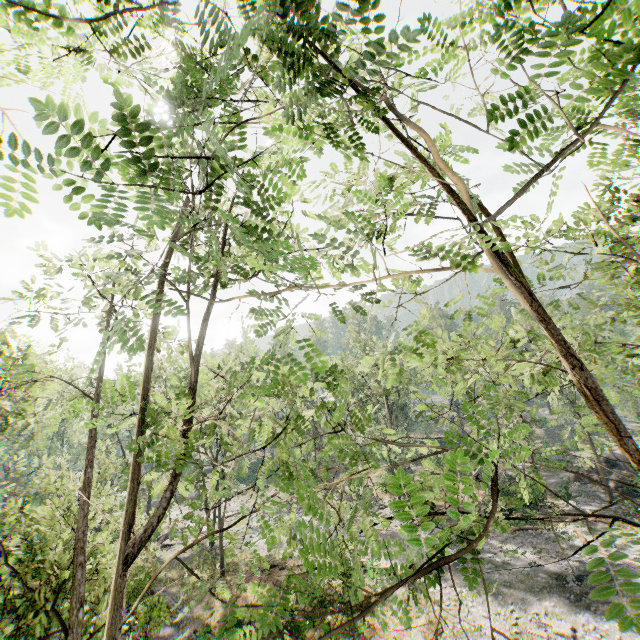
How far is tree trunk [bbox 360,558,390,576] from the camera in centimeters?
2078cm

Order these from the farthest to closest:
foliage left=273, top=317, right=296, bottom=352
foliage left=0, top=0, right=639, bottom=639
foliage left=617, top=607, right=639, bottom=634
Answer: foliage left=273, top=317, right=296, bottom=352 < foliage left=0, top=0, right=639, bottom=639 < foliage left=617, top=607, right=639, bottom=634

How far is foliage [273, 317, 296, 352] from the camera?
3.3 meters

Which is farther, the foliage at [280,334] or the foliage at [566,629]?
the foliage at [566,629]

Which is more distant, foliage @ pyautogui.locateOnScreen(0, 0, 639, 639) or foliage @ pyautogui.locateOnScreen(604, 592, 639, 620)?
foliage @ pyautogui.locateOnScreen(0, 0, 639, 639)

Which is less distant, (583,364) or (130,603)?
(583,364)
